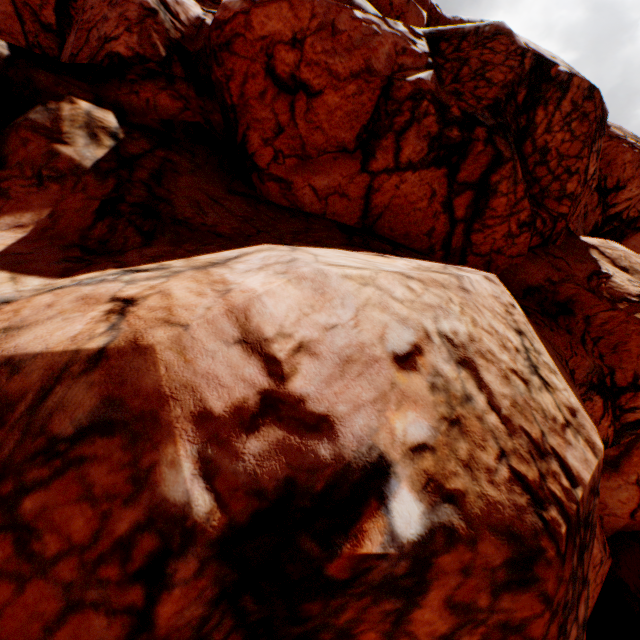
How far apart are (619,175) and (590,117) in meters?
12.6 m
